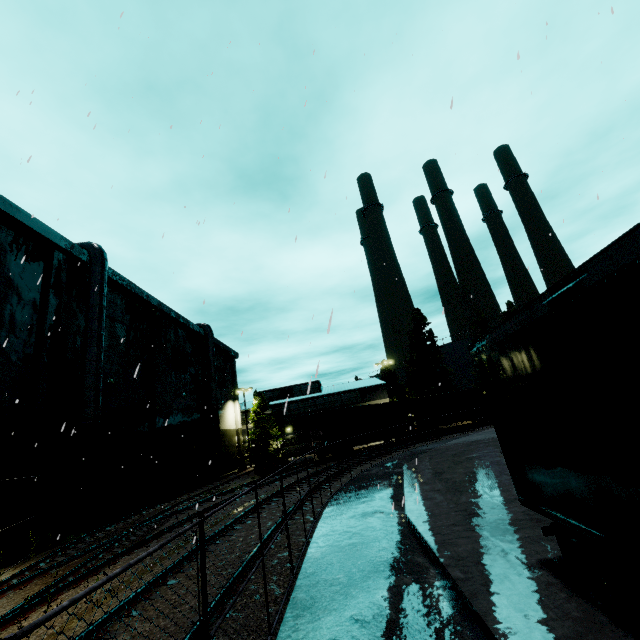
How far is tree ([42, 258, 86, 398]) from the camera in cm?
1631

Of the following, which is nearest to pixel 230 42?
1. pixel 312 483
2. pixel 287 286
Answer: pixel 287 286

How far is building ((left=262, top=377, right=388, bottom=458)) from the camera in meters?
45.5 m

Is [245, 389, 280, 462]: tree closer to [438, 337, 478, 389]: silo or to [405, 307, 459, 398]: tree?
[438, 337, 478, 389]: silo

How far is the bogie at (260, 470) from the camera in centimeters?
2735cm

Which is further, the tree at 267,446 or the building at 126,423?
the tree at 267,446

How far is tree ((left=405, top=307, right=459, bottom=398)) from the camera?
48.7 meters
